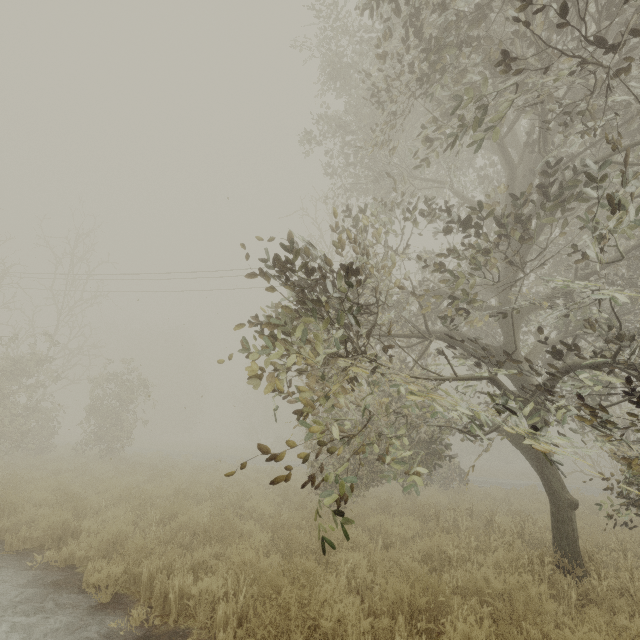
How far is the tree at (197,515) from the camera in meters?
6.5 m

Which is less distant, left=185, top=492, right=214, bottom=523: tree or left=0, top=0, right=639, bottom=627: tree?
left=0, top=0, right=639, bottom=627: tree

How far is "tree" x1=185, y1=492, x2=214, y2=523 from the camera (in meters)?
6.46

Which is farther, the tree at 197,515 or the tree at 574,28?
the tree at 197,515

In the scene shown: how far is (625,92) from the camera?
5.9 meters
